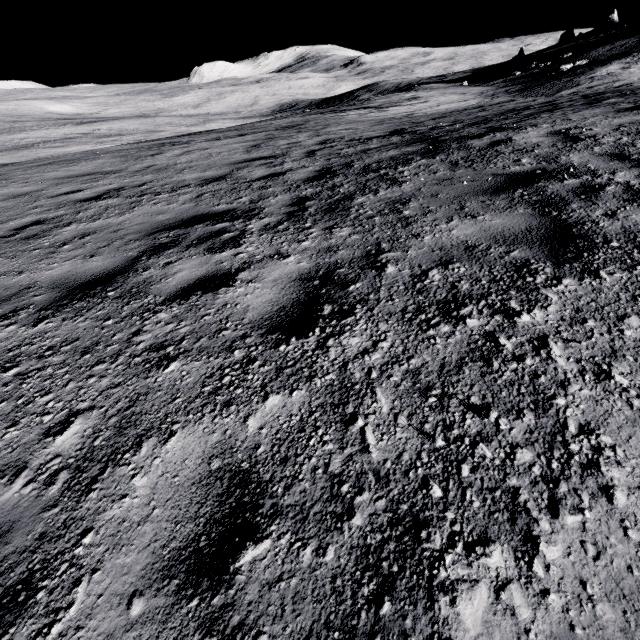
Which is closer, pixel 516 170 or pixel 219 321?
pixel 219 321
